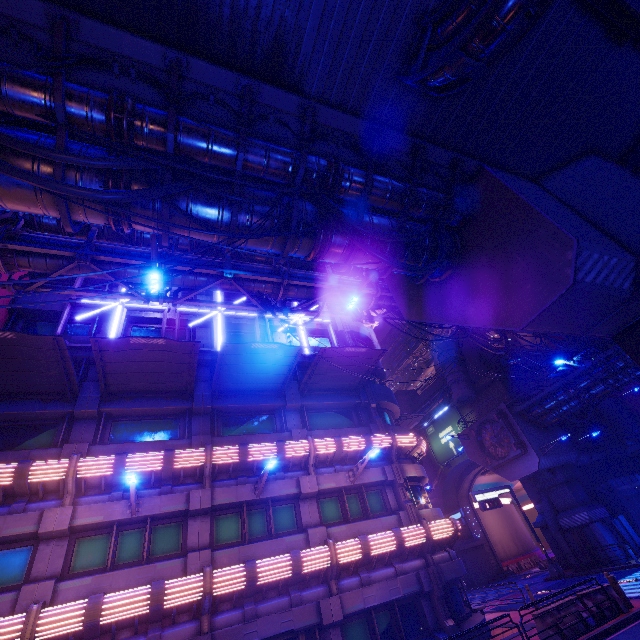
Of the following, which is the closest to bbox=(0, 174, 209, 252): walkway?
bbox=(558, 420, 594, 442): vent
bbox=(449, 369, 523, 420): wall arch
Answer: bbox=(449, 369, 523, 420): wall arch

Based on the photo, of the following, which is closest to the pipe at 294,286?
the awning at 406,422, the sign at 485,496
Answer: the awning at 406,422

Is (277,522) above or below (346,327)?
below

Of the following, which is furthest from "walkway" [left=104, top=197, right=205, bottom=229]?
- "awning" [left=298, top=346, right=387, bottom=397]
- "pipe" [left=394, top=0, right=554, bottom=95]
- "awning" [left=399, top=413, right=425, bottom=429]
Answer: "awning" [left=399, top=413, right=425, bottom=429]

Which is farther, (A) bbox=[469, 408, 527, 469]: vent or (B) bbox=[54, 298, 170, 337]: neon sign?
(A) bbox=[469, 408, 527, 469]: vent

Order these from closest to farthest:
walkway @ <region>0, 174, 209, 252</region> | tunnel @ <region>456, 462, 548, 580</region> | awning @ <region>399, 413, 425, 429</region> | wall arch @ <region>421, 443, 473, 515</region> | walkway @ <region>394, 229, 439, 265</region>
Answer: walkway @ <region>0, 174, 209, 252</region>, walkway @ <region>394, 229, 439, 265</region>, awning @ <region>399, 413, 425, 429</region>, tunnel @ <region>456, 462, 548, 580</region>, wall arch @ <region>421, 443, 473, 515</region>

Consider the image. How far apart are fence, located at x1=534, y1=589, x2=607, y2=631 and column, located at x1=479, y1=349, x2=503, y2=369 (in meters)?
30.30

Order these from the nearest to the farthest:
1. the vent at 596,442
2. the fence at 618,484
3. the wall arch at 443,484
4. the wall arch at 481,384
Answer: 1. the fence at 618,484
2. the vent at 596,442
3. the wall arch at 481,384
4. the wall arch at 443,484
